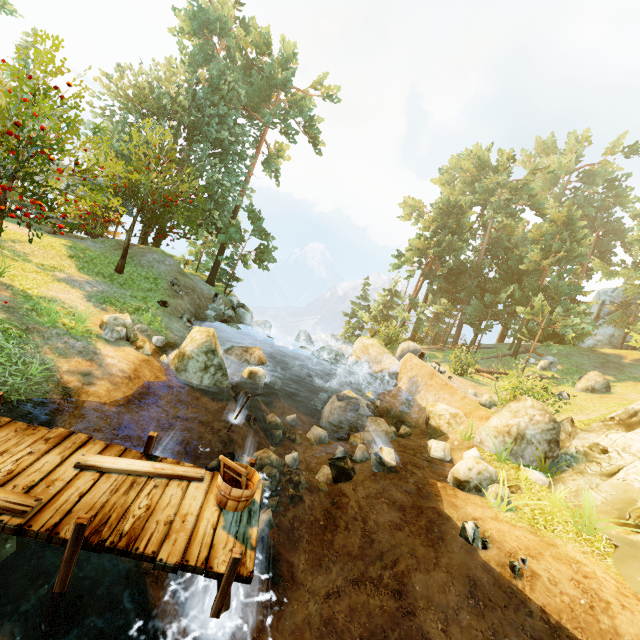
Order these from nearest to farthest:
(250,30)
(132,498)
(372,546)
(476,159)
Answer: (132,498) → (372,546) → (250,30) → (476,159)

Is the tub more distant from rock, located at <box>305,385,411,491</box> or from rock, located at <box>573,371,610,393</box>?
rock, located at <box>573,371,610,393</box>

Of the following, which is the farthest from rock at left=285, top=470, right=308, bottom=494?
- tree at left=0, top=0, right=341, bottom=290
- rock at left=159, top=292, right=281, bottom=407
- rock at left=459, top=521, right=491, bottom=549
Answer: tree at left=0, top=0, right=341, bottom=290

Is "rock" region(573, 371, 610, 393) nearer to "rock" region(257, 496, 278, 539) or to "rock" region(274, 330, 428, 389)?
"rock" region(274, 330, 428, 389)

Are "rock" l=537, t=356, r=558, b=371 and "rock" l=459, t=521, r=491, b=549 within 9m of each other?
no

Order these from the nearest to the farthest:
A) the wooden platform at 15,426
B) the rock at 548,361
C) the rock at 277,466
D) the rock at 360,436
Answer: the wooden platform at 15,426 < the rock at 277,466 < the rock at 360,436 < the rock at 548,361

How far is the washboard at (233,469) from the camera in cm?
472

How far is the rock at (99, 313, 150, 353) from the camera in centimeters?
1027cm
